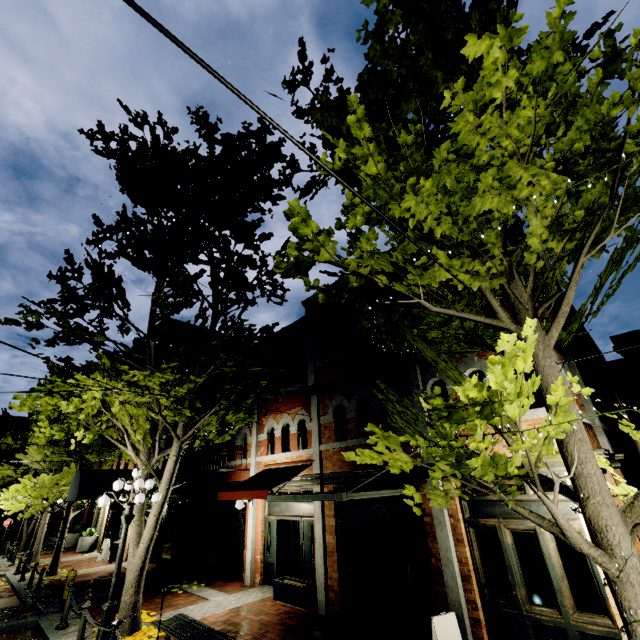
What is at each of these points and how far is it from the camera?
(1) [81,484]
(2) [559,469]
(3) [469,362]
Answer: (1) awning, 13.8 meters
(2) building, 6.1 meters
(3) building, 7.8 meters

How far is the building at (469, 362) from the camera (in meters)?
7.55

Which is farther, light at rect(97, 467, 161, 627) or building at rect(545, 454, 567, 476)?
light at rect(97, 467, 161, 627)

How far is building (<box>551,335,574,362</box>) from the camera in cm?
773

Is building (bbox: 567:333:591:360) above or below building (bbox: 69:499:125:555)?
above

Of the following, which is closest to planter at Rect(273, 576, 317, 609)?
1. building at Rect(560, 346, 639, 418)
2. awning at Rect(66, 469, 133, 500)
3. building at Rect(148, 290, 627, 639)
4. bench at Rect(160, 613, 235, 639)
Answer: building at Rect(148, 290, 627, 639)

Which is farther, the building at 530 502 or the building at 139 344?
the building at 139 344

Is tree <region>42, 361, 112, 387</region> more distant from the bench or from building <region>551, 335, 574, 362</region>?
the bench
